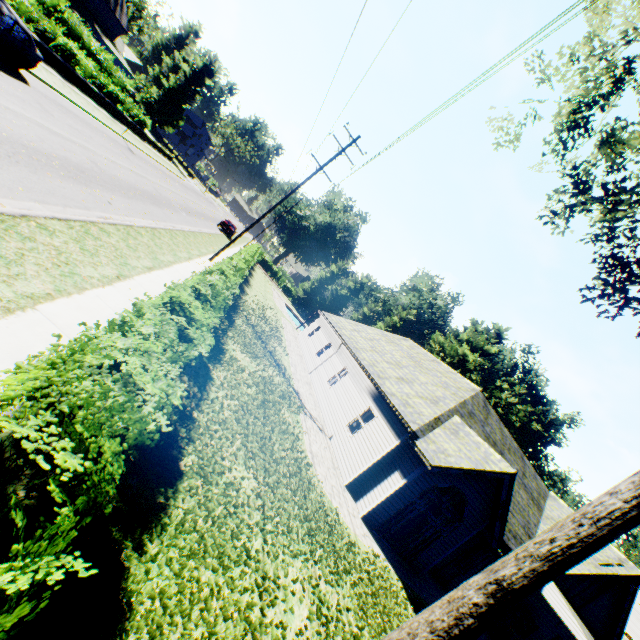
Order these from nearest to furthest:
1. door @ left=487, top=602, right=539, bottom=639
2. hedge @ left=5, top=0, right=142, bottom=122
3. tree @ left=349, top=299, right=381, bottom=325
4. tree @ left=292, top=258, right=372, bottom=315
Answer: door @ left=487, top=602, right=539, bottom=639 → hedge @ left=5, top=0, right=142, bottom=122 → tree @ left=292, top=258, right=372, bottom=315 → tree @ left=349, top=299, right=381, bottom=325

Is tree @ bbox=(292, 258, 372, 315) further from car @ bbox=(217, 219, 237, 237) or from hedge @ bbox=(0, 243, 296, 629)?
car @ bbox=(217, 219, 237, 237)

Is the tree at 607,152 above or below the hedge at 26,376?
above

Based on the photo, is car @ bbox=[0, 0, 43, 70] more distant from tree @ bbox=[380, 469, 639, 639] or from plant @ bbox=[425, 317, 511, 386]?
plant @ bbox=[425, 317, 511, 386]

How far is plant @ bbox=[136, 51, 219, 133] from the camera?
51.2 meters

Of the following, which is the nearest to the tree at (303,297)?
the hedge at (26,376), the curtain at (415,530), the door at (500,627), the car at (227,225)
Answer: the hedge at (26,376)

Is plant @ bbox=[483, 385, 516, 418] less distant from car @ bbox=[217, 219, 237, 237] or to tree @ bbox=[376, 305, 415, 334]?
tree @ bbox=[376, 305, 415, 334]

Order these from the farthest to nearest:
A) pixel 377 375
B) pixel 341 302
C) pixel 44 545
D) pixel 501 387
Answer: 1. pixel 341 302
2. pixel 501 387
3. pixel 377 375
4. pixel 44 545
